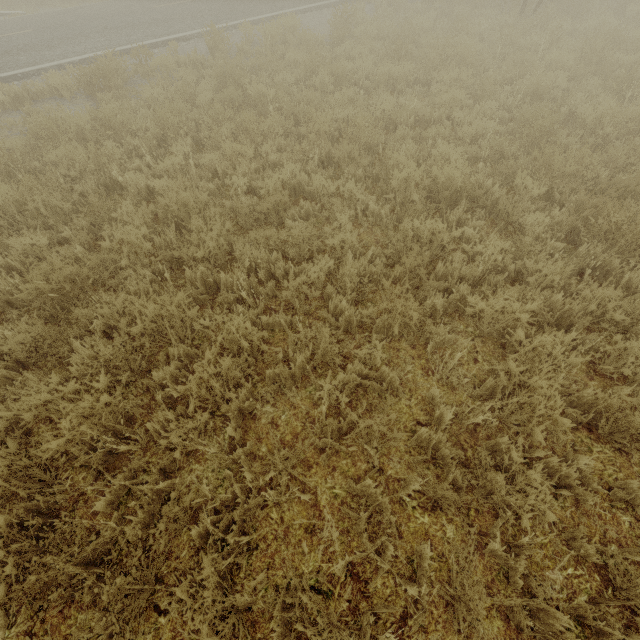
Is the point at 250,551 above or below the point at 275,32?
below
